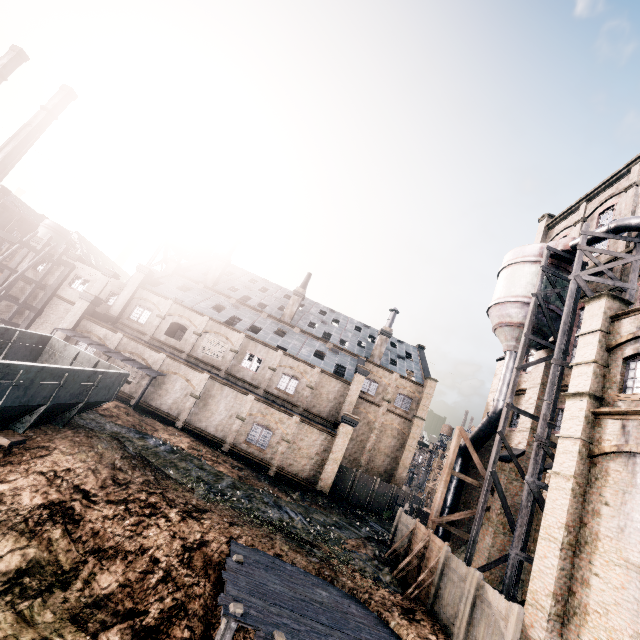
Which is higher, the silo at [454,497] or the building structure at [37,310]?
the silo at [454,497]

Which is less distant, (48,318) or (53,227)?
(48,318)

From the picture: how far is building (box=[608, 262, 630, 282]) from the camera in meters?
20.5

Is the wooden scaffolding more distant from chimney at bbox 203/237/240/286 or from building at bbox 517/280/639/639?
chimney at bbox 203/237/240/286

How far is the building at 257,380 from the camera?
28.41m

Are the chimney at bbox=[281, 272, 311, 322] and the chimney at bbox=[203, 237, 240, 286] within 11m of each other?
yes

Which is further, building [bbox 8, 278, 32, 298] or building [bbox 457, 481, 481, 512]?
building [bbox 8, 278, 32, 298]

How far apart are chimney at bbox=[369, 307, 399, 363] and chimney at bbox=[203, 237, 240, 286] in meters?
22.0
